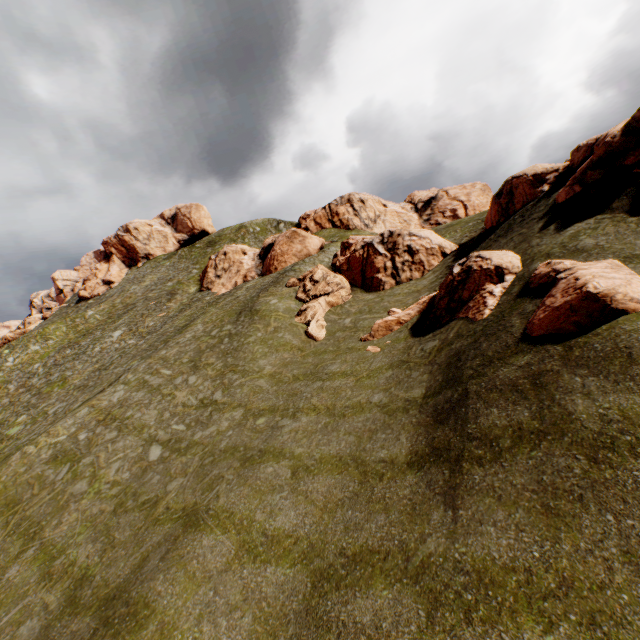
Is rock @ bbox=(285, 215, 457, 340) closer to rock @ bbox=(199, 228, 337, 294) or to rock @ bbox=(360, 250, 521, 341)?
rock @ bbox=(360, 250, 521, 341)

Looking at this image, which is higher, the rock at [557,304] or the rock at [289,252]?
the rock at [289,252]

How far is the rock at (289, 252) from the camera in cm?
4203

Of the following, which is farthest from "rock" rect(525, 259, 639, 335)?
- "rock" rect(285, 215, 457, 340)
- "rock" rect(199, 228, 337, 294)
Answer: "rock" rect(199, 228, 337, 294)

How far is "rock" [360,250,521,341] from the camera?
15.0 meters

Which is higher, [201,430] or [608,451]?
[608,451]

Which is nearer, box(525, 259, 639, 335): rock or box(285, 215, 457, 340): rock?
box(525, 259, 639, 335): rock
